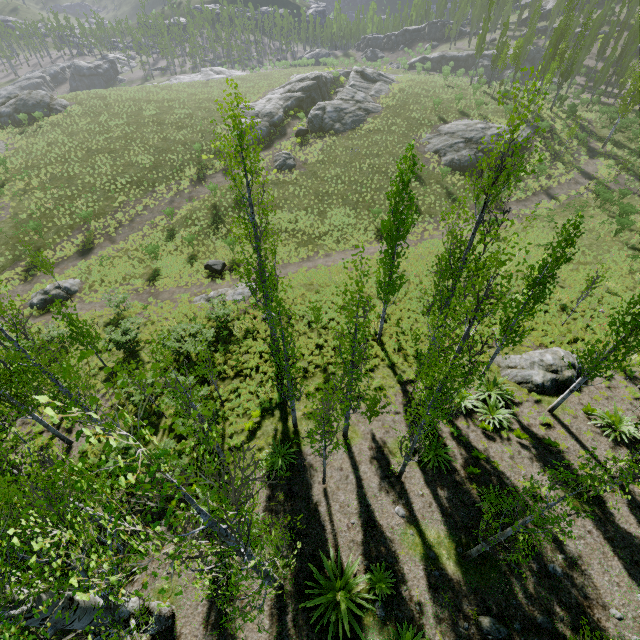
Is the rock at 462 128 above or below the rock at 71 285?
above

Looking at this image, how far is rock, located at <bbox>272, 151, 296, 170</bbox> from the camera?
36.66m

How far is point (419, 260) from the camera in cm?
2544

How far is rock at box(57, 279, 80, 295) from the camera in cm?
2450

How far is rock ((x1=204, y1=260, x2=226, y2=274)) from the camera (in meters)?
26.34

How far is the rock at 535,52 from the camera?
59.1 meters

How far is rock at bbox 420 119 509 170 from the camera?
36.34m

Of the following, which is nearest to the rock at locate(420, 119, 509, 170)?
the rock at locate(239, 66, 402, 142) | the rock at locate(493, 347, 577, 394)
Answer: the rock at locate(493, 347, 577, 394)
